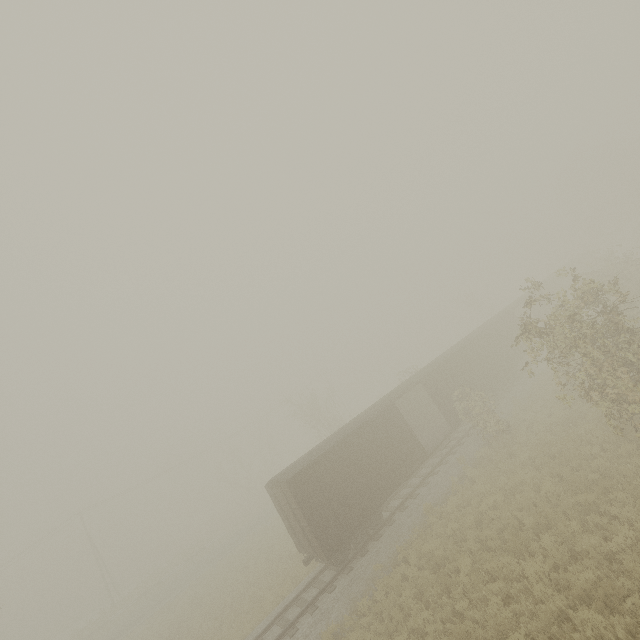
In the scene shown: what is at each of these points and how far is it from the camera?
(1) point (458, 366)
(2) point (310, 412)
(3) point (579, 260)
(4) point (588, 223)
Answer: (1) boxcar, 22.9 meters
(2) tree, 37.3 meters
(3) boxcar, 42.5 meters
(4) tree, 51.4 meters

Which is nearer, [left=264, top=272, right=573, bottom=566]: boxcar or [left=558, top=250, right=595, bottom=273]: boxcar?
[left=264, top=272, right=573, bottom=566]: boxcar

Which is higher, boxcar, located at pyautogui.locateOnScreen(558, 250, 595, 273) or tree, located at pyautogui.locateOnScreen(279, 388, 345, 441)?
tree, located at pyautogui.locateOnScreen(279, 388, 345, 441)

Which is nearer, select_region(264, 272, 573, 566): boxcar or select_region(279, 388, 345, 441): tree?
select_region(264, 272, 573, 566): boxcar

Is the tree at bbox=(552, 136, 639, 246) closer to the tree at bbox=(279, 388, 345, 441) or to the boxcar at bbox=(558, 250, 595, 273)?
the boxcar at bbox=(558, 250, 595, 273)

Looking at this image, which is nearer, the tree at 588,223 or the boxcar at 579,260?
Answer: the boxcar at 579,260

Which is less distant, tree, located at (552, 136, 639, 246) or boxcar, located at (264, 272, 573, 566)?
boxcar, located at (264, 272, 573, 566)

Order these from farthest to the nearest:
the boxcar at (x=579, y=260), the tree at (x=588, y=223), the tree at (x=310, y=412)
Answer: the tree at (x=588, y=223) → the boxcar at (x=579, y=260) → the tree at (x=310, y=412)
